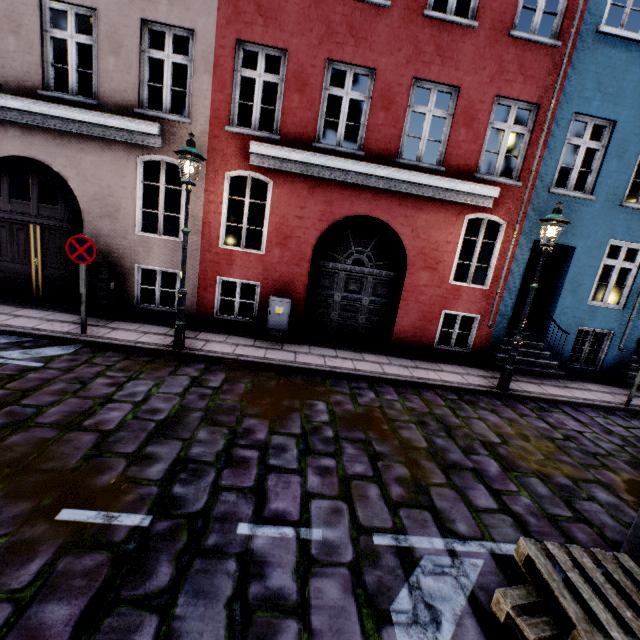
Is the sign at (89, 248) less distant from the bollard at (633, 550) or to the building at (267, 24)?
the building at (267, 24)

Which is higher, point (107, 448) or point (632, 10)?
point (632, 10)

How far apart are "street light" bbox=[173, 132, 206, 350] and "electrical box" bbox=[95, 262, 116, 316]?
2.6m

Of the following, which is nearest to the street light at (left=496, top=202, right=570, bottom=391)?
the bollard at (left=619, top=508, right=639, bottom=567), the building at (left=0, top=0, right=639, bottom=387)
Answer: the building at (left=0, top=0, right=639, bottom=387)

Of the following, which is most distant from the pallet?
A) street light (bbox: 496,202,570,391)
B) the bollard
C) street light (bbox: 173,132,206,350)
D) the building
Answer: the building

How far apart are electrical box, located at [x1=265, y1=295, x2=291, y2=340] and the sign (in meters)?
3.59

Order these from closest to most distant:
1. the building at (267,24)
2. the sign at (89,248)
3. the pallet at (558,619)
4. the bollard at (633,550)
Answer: the pallet at (558,619) < the bollard at (633,550) < the sign at (89,248) < the building at (267,24)

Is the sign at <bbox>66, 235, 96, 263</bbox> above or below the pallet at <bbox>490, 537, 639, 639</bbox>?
above
